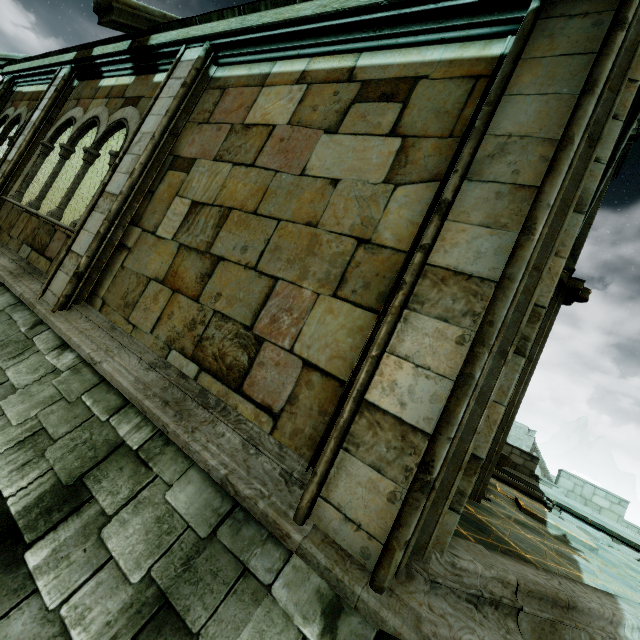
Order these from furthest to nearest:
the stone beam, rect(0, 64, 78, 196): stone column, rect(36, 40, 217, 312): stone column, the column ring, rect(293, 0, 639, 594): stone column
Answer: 1. rect(0, 64, 78, 196): stone column
2. the column ring
3. rect(36, 40, 217, 312): stone column
4. the stone beam
5. rect(293, 0, 639, 594): stone column

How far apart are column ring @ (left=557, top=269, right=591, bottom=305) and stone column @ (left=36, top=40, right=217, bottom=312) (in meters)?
5.70

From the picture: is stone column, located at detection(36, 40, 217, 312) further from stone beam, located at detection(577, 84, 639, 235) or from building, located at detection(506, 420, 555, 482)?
building, located at detection(506, 420, 555, 482)

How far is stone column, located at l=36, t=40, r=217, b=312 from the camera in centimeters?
384cm

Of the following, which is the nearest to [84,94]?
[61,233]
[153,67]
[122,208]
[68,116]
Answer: [68,116]

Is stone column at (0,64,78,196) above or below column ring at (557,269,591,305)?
below

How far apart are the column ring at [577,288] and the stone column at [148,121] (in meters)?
5.70

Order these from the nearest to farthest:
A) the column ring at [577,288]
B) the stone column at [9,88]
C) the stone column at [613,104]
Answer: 1. the stone column at [613,104]
2. the column ring at [577,288]
3. the stone column at [9,88]
